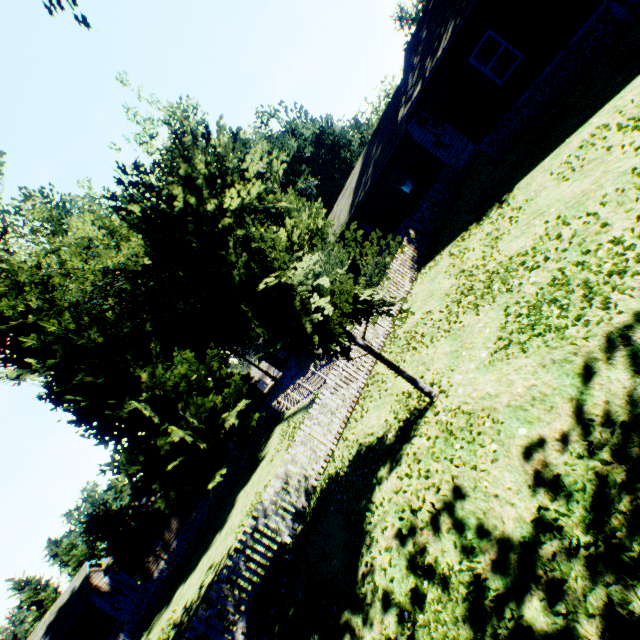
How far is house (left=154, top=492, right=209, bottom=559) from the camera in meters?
30.2 m

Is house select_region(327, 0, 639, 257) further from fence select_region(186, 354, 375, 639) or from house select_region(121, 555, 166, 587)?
house select_region(121, 555, 166, 587)

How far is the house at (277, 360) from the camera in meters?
48.9

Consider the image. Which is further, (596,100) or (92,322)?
(92,322)

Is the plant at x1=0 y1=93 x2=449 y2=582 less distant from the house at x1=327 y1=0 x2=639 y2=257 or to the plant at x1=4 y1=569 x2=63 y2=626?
the house at x1=327 y1=0 x2=639 y2=257

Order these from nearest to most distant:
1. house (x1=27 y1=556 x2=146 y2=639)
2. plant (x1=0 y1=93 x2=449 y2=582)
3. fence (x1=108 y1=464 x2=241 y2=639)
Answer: plant (x1=0 y1=93 x2=449 y2=582), fence (x1=108 y1=464 x2=241 y2=639), house (x1=27 y1=556 x2=146 y2=639)

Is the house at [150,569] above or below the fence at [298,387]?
above
